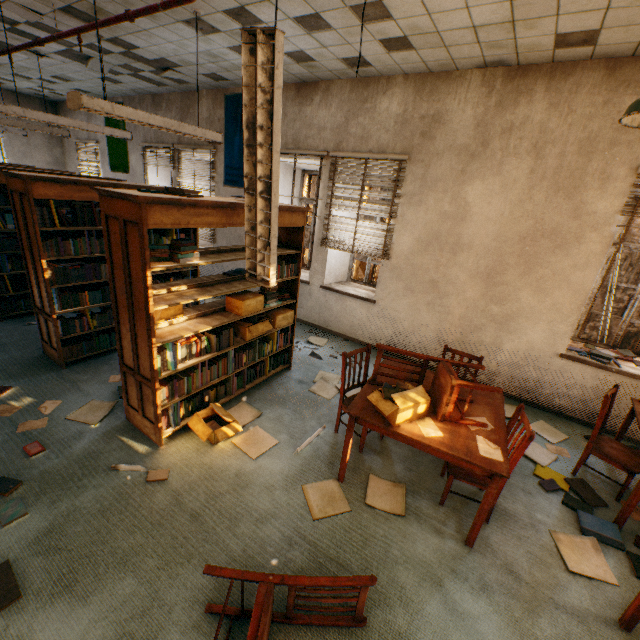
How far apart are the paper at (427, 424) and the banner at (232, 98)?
5.2m

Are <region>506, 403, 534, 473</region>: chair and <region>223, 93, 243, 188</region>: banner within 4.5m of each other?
no

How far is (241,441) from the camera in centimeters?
318cm

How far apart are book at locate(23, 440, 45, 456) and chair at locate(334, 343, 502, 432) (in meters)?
2.69

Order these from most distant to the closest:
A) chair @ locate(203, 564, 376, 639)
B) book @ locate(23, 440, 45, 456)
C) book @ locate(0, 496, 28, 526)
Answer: book @ locate(23, 440, 45, 456) < book @ locate(0, 496, 28, 526) < chair @ locate(203, 564, 376, 639)

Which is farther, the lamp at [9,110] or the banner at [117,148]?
the banner at [117,148]

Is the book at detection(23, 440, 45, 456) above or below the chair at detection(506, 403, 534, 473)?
below

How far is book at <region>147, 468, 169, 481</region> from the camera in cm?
266
